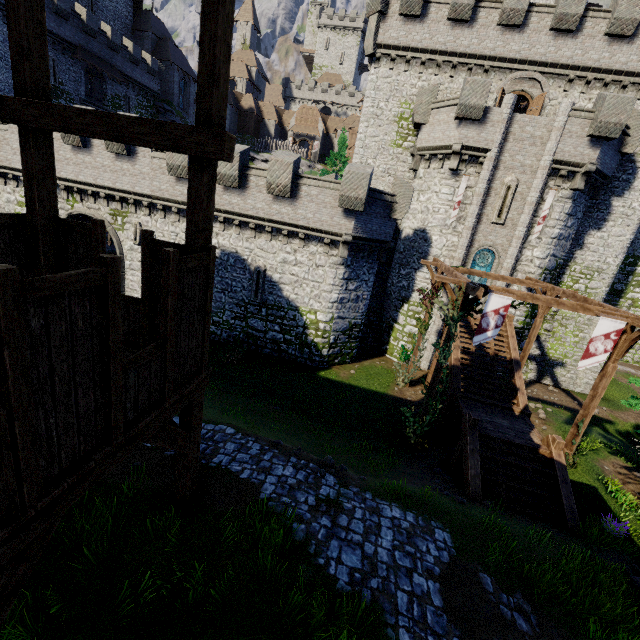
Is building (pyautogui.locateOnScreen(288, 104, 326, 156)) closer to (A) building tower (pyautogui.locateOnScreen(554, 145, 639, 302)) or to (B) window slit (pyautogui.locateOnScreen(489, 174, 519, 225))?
(A) building tower (pyautogui.locateOnScreen(554, 145, 639, 302))

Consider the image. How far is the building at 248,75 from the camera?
55.78m

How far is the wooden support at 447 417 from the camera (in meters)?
14.44

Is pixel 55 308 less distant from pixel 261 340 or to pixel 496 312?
pixel 496 312

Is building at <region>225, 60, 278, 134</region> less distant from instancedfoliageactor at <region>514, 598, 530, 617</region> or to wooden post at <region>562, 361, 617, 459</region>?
wooden post at <region>562, 361, 617, 459</region>

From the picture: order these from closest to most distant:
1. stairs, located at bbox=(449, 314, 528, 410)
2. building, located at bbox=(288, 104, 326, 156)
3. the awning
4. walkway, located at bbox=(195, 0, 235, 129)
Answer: walkway, located at bbox=(195, 0, 235, 129) < stairs, located at bbox=(449, 314, 528, 410) < the awning < building, located at bbox=(288, 104, 326, 156)

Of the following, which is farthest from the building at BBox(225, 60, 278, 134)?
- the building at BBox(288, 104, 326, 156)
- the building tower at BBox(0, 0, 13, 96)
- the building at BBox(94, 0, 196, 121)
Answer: the building tower at BBox(0, 0, 13, 96)

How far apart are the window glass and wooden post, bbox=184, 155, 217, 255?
19.7m
